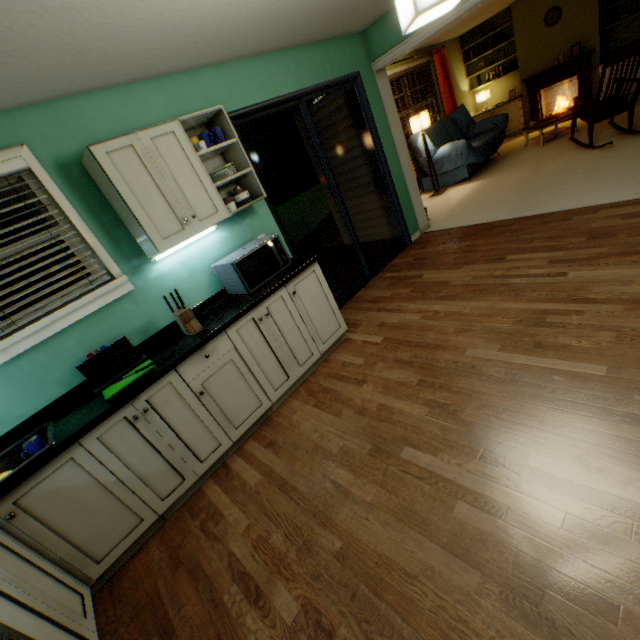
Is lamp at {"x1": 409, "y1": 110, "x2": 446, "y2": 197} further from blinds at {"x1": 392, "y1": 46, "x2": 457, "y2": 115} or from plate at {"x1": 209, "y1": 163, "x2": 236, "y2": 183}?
plate at {"x1": 209, "y1": 163, "x2": 236, "y2": 183}

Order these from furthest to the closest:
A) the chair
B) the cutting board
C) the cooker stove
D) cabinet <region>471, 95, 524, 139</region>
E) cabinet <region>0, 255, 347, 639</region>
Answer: cabinet <region>471, 95, 524, 139</region> → the chair → the cutting board → cabinet <region>0, 255, 347, 639</region> → the cooker stove

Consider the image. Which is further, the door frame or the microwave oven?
the door frame

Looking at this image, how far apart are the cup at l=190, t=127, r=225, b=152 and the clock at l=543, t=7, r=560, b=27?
8.10m

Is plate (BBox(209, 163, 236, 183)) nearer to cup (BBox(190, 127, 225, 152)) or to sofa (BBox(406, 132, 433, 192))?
cup (BBox(190, 127, 225, 152))

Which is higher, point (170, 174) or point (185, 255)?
point (170, 174)

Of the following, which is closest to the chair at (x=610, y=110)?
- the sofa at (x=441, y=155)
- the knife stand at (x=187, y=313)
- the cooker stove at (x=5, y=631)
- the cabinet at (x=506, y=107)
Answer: the sofa at (x=441, y=155)

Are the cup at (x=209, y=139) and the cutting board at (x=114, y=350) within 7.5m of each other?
Result: yes
